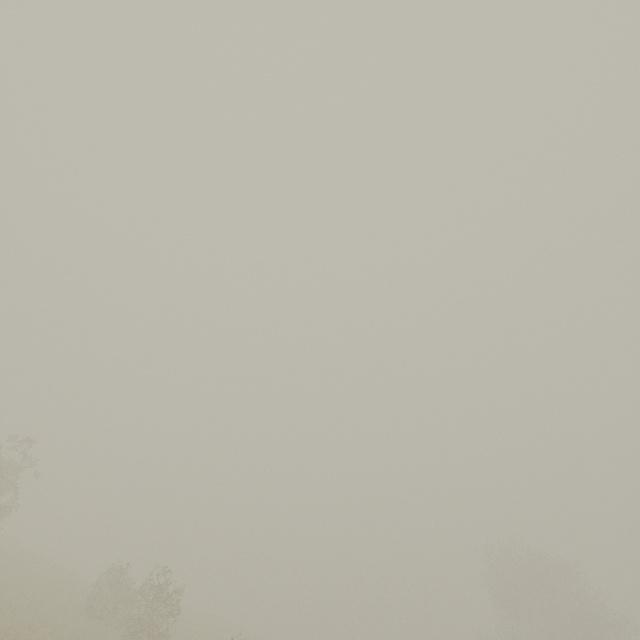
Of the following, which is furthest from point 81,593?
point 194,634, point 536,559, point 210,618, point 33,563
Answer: point 536,559
